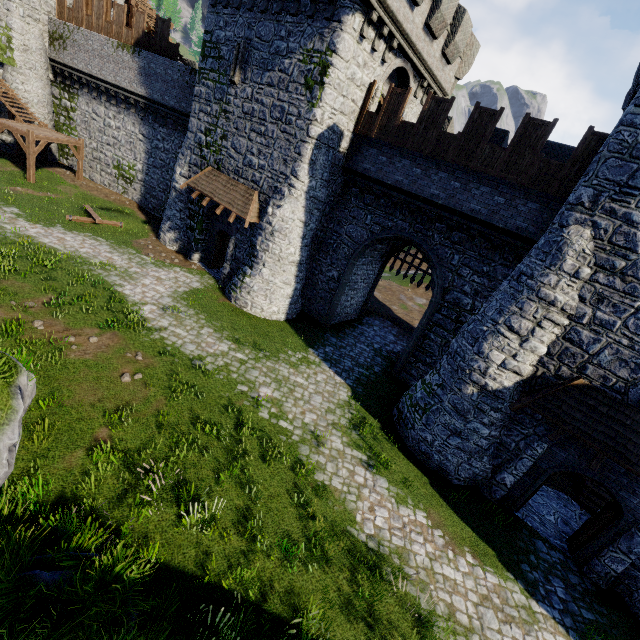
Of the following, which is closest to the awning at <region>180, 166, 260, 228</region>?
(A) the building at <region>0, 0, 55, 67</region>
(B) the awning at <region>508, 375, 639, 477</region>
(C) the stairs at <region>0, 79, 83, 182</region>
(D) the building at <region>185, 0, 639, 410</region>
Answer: (D) the building at <region>185, 0, 639, 410</region>

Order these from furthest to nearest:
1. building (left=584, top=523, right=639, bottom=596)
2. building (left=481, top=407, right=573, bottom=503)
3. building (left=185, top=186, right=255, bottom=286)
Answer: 1. building (left=185, top=186, right=255, bottom=286)
2. building (left=481, top=407, right=573, bottom=503)
3. building (left=584, top=523, right=639, bottom=596)

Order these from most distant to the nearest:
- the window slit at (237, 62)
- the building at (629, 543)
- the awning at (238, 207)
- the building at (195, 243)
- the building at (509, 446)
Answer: the building at (195, 243), the awning at (238, 207), the window slit at (237, 62), the building at (509, 446), the building at (629, 543)

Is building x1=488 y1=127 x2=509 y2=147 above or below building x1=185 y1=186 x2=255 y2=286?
above

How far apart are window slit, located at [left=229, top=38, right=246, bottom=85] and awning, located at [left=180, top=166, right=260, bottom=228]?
4.1m

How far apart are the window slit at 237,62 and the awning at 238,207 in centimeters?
408cm

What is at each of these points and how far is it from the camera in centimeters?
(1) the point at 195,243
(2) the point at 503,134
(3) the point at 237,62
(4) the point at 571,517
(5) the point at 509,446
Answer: (1) building, 2003cm
(2) building, 1578cm
(3) window slit, 1590cm
(4) building, 1215cm
(5) building, 1109cm

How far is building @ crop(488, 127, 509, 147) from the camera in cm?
1575
